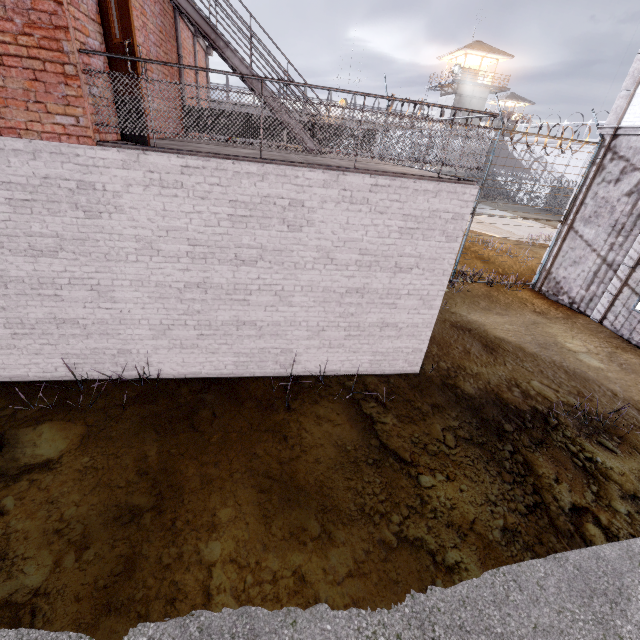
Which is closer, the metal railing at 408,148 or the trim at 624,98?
the metal railing at 408,148

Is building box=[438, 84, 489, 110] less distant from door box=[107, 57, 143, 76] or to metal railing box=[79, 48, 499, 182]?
metal railing box=[79, 48, 499, 182]

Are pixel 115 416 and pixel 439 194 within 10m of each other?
yes

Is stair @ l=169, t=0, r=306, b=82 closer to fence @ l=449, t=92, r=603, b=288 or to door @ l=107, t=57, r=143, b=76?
fence @ l=449, t=92, r=603, b=288

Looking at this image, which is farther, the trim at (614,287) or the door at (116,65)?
the trim at (614,287)

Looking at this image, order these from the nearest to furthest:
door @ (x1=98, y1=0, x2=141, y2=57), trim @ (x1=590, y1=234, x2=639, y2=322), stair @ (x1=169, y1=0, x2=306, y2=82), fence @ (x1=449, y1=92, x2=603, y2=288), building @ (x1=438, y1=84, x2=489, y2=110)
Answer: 1. door @ (x1=98, y1=0, x2=141, y2=57)
2. stair @ (x1=169, y1=0, x2=306, y2=82)
3. trim @ (x1=590, y1=234, x2=639, y2=322)
4. fence @ (x1=449, y1=92, x2=603, y2=288)
5. building @ (x1=438, y1=84, x2=489, y2=110)

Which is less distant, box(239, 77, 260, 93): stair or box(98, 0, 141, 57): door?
box(98, 0, 141, 57): door

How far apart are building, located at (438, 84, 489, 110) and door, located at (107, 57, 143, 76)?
42.7m
